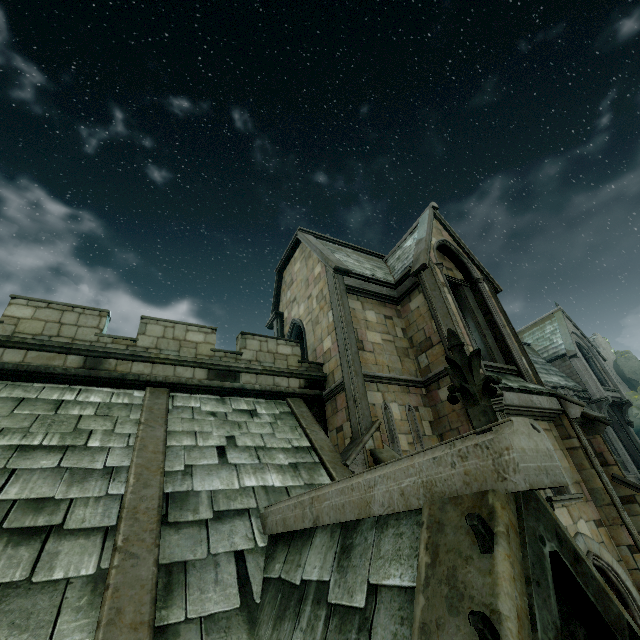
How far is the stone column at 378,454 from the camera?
7.91m

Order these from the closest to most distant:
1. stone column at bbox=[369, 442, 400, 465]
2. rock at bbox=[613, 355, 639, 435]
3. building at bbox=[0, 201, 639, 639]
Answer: building at bbox=[0, 201, 639, 639]
stone column at bbox=[369, 442, 400, 465]
rock at bbox=[613, 355, 639, 435]

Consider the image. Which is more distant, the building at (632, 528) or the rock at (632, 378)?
the rock at (632, 378)

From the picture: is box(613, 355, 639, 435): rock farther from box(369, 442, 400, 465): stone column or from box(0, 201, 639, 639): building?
box(369, 442, 400, 465): stone column

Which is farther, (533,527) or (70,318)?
(70,318)

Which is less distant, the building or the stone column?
the building

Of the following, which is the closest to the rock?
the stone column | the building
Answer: the building
